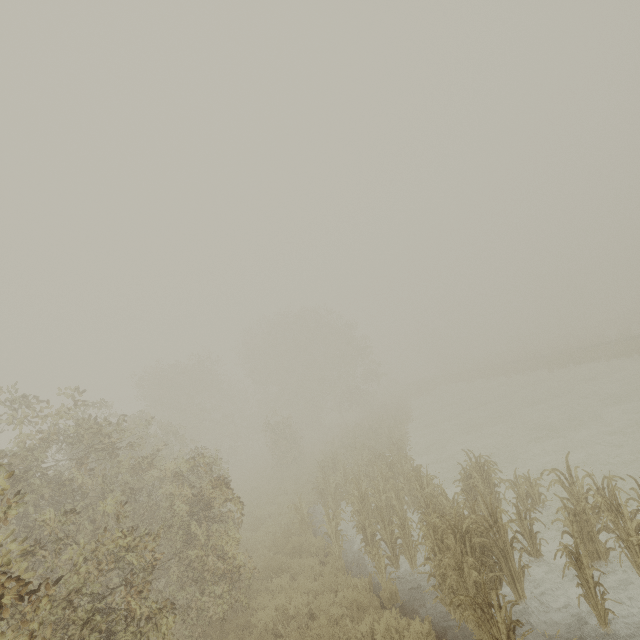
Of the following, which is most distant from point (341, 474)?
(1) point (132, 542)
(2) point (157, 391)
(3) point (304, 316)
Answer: (3) point (304, 316)

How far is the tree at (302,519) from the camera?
10.7m

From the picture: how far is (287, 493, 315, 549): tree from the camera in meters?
10.7
